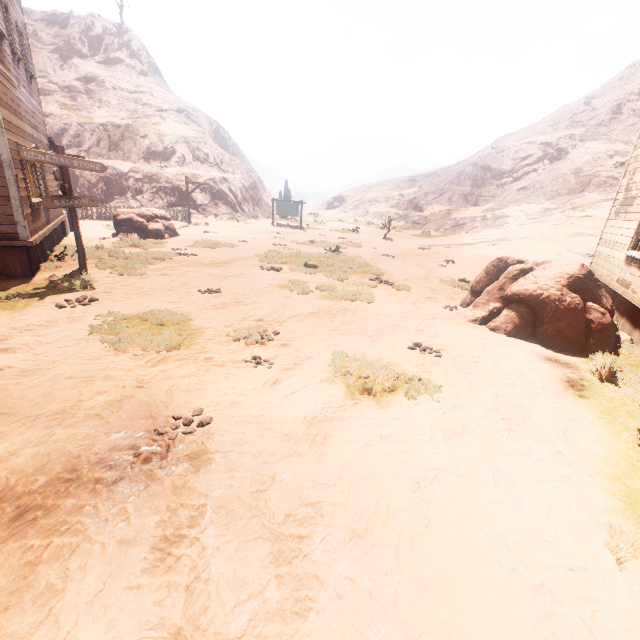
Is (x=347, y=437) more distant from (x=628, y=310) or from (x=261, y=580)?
(x=628, y=310)

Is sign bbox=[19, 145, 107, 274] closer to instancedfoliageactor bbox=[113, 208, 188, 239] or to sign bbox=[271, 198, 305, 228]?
instancedfoliageactor bbox=[113, 208, 188, 239]

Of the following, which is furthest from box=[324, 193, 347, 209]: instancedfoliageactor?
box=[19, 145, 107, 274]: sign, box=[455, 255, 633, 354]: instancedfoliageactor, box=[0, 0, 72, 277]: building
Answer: box=[19, 145, 107, 274]: sign

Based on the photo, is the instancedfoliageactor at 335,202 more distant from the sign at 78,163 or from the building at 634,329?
the sign at 78,163

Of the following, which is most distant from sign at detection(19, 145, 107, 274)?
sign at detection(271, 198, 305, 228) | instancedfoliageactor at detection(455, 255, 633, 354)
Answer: sign at detection(271, 198, 305, 228)

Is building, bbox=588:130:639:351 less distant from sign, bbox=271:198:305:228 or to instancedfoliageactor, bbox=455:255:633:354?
instancedfoliageactor, bbox=455:255:633:354

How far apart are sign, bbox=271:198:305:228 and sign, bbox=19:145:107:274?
19.2m

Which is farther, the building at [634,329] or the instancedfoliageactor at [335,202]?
the instancedfoliageactor at [335,202]
